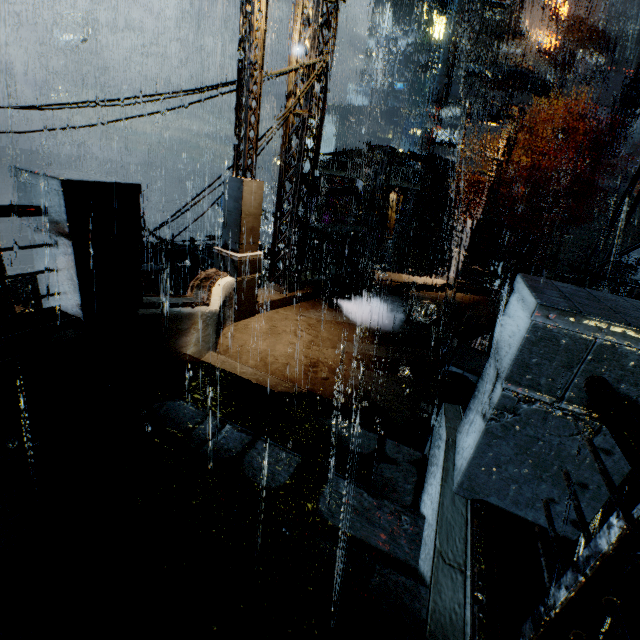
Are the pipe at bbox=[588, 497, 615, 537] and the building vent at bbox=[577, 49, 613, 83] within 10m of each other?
no

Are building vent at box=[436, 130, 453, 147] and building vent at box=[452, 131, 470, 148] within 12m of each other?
yes

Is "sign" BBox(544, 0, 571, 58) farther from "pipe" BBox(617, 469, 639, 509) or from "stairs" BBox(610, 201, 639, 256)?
"pipe" BBox(617, 469, 639, 509)

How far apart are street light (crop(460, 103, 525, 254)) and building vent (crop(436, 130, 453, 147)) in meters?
36.5

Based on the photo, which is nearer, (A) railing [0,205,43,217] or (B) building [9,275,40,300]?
(A) railing [0,205,43,217]

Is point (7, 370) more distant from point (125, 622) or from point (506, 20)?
point (506, 20)

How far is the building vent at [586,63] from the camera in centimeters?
3353cm

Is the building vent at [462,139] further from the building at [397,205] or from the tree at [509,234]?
the tree at [509,234]
